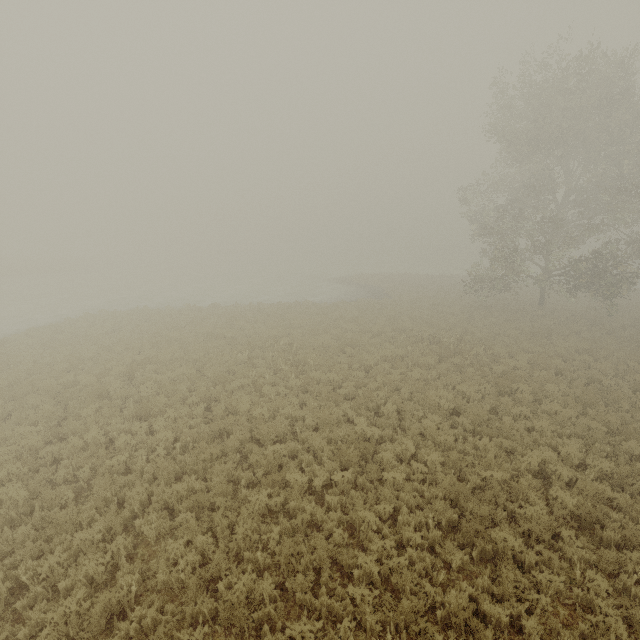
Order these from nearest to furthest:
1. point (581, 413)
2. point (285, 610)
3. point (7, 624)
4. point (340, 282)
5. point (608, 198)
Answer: point (7, 624) → point (285, 610) → point (581, 413) → point (608, 198) → point (340, 282)
